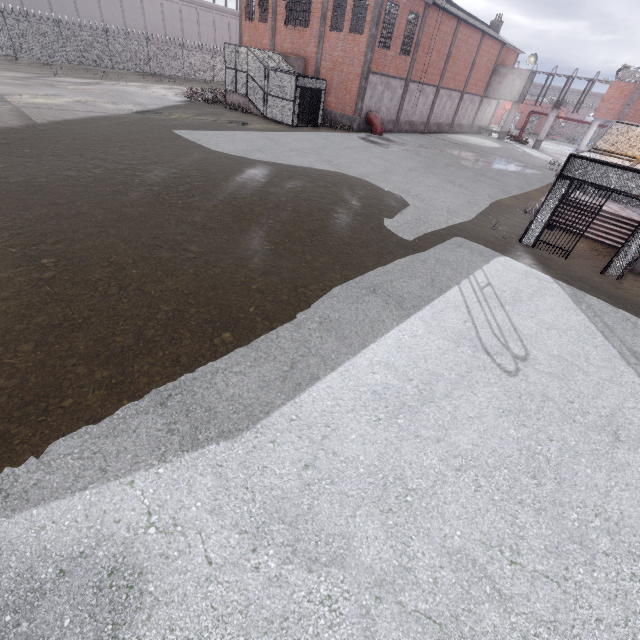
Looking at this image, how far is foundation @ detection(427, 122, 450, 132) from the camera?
34.5m

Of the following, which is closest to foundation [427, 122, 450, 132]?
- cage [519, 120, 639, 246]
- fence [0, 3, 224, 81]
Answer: cage [519, 120, 639, 246]

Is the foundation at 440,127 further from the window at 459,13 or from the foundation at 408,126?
the window at 459,13

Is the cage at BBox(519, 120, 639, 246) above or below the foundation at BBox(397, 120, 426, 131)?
above

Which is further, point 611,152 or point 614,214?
point 614,214

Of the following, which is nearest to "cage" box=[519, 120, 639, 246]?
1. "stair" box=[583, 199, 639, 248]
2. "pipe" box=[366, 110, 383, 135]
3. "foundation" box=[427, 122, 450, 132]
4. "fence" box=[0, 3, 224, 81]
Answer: "stair" box=[583, 199, 639, 248]

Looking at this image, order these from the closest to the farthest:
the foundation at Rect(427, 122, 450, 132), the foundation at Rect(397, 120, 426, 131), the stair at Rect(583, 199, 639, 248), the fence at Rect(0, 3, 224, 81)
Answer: the stair at Rect(583, 199, 639, 248) → the fence at Rect(0, 3, 224, 81) → the foundation at Rect(397, 120, 426, 131) → the foundation at Rect(427, 122, 450, 132)

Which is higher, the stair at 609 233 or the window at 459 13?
the window at 459 13
